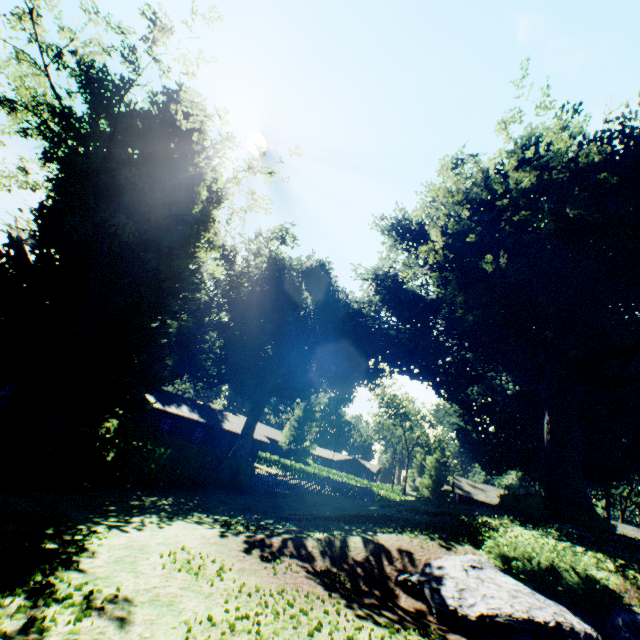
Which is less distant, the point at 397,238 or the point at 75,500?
the point at 75,500

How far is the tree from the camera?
55.3 meters

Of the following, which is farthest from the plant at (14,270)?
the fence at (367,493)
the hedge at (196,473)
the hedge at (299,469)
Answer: the hedge at (299,469)

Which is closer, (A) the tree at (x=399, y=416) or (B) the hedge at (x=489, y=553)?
(B) the hedge at (x=489, y=553)

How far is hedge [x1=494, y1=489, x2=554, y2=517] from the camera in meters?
16.3

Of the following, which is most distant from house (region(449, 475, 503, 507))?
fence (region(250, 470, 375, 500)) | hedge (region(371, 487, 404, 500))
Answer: fence (region(250, 470, 375, 500))

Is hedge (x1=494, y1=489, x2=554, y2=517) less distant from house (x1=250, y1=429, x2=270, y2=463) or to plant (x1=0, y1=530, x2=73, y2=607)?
plant (x1=0, y1=530, x2=73, y2=607)

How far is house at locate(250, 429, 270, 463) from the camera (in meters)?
47.75
